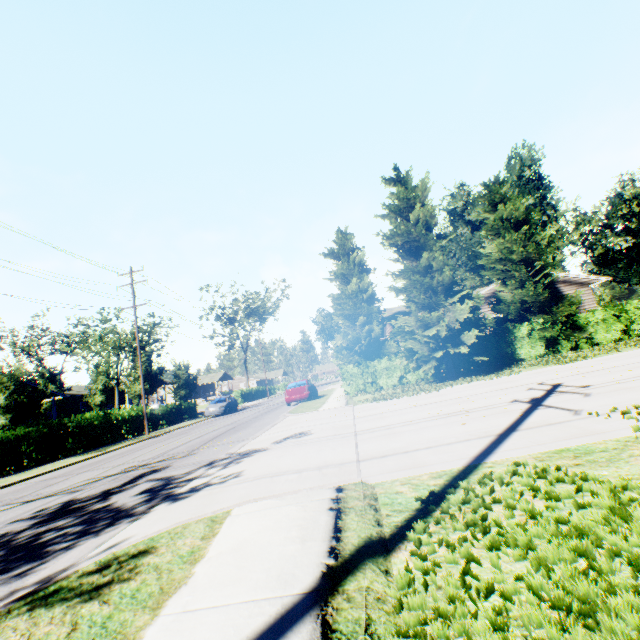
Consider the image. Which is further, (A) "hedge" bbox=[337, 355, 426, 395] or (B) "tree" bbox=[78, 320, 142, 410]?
(B) "tree" bbox=[78, 320, 142, 410]

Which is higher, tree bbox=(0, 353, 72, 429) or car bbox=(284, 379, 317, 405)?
tree bbox=(0, 353, 72, 429)

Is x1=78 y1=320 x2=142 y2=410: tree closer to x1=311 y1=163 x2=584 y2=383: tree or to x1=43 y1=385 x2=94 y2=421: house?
x1=43 y1=385 x2=94 y2=421: house

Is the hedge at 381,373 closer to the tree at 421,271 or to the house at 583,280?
the tree at 421,271

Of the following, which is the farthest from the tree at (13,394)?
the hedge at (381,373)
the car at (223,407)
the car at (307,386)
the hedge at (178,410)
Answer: the hedge at (381,373)

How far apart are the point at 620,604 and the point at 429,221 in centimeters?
1770cm

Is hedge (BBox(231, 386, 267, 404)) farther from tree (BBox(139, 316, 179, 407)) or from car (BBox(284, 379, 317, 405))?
car (BBox(284, 379, 317, 405))

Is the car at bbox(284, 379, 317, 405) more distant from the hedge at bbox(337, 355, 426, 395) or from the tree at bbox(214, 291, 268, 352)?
the tree at bbox(214, 291, 268, 352)
